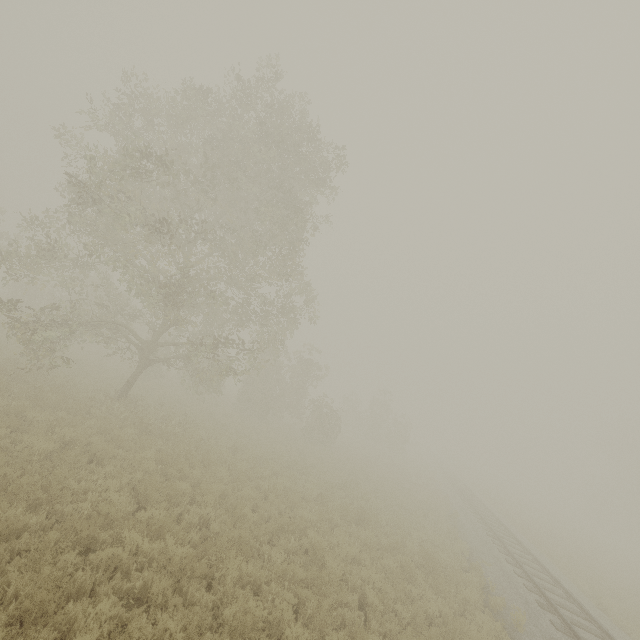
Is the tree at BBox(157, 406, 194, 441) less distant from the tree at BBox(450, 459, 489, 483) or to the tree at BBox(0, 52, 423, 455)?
the tree at BBox(0, 52, 423, 455)

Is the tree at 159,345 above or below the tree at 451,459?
above

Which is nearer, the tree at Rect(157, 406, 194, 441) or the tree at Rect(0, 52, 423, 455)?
the tree at Rect(0, 52, 423, 455)

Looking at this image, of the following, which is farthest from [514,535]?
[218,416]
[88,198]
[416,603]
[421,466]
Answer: [88,198]

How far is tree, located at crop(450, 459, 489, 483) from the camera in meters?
52.1

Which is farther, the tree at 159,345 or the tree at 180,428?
the tree at 180,428

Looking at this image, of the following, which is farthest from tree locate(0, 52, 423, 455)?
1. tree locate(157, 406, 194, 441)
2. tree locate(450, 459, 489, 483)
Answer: tree locate(450, 459, 489, 483)
